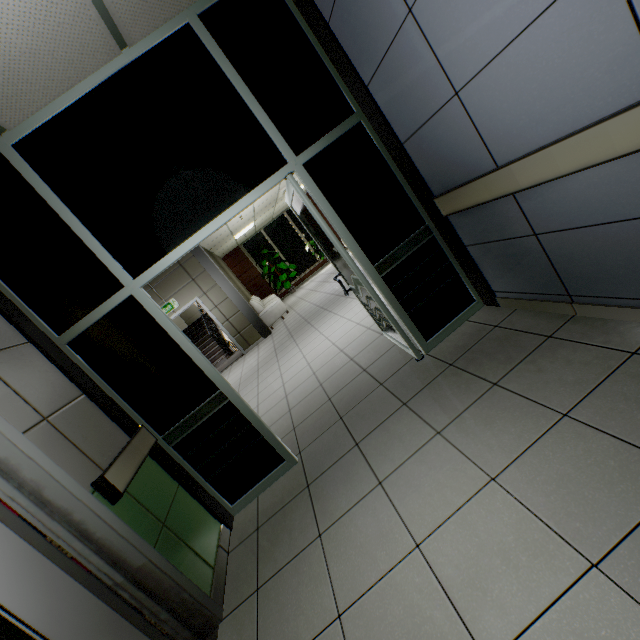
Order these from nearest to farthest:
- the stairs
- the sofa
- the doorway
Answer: the doorway
the sofa
the stairs

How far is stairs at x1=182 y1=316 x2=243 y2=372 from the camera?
10.5 meters

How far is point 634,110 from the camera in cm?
119

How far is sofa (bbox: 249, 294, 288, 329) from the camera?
9.95m

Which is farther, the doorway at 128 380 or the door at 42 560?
the doorway at 128 380

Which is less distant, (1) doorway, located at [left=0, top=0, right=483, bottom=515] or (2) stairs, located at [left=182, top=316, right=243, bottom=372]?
(1) doorway, located at [left=0, top=0, right=483, bottom=515]

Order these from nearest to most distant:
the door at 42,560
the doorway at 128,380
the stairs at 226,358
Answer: the door at 42,560 → the doorway at 128,380 → the stairs at 226,358

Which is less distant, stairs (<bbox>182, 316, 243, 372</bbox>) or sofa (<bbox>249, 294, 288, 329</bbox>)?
sofa (<bbox>249, 294, 288, 329</bbox>)
